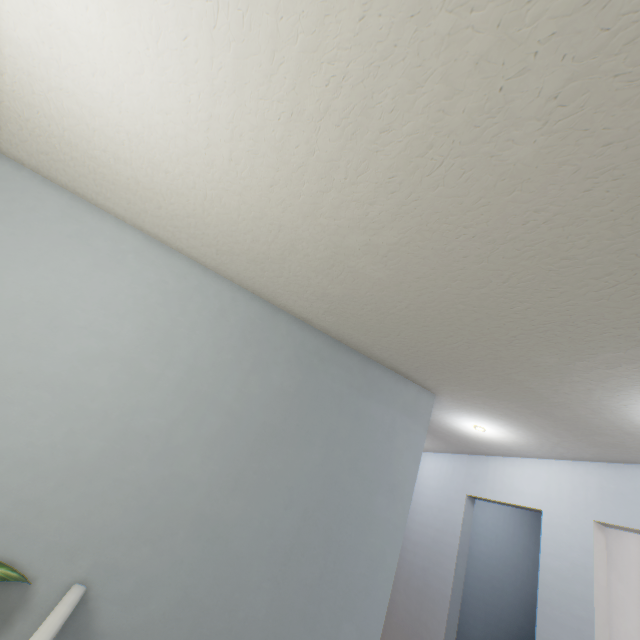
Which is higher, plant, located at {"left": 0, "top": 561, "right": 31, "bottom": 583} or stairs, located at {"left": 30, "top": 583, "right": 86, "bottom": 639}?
stairs, located at {"left": 30, "top": 583, "right": 86, "bottom": 639}

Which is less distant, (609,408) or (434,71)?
(434,71)

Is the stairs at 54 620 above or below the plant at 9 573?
above
